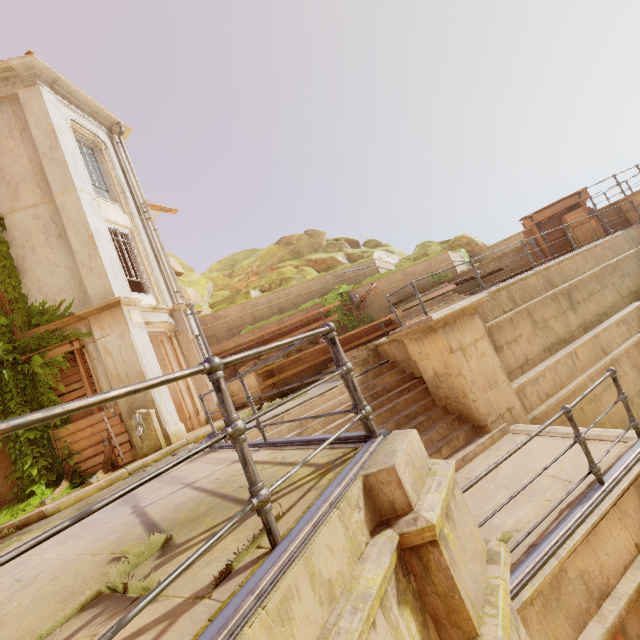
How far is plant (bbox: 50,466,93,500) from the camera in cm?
776

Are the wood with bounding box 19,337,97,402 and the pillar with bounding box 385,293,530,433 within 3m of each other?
no

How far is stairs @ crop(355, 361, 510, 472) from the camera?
5.8m

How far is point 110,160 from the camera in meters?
12.6

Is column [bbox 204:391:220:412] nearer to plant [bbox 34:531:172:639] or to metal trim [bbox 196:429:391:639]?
metal trim [bbox 196:429:391:639]

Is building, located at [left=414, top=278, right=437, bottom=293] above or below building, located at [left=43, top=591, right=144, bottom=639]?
above

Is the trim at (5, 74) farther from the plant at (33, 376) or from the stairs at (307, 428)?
the stairs at (307, 428)

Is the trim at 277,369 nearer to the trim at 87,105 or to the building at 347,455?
the building at 347,455
